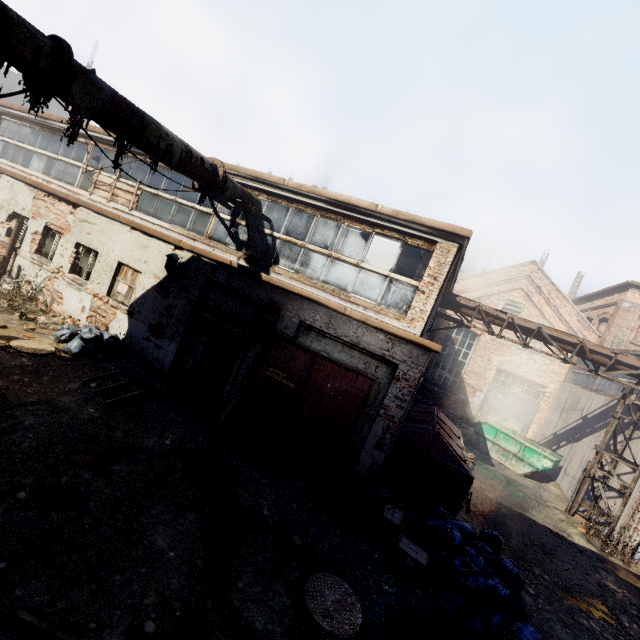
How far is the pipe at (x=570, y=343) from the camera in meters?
11.5

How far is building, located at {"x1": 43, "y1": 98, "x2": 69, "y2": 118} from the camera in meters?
38.4 m

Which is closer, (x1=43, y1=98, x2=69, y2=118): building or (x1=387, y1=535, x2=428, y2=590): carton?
(x1=387, y1=535, x2=428, y2=590): carton

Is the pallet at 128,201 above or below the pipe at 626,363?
below

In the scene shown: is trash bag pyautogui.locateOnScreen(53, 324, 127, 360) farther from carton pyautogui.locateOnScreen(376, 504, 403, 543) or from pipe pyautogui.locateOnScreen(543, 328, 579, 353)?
pipe pyautogui.locateOnScreen(543, 328, 579, 353)

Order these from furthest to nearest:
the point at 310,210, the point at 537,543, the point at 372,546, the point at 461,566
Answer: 1. the point at 537,543
2. the point at 310,210
3. the point at 372,546
4. the point at 461,566

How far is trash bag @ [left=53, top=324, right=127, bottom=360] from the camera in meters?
8.6

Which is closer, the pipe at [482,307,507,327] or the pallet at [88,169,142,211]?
the pallet at [88,169,142,211]
